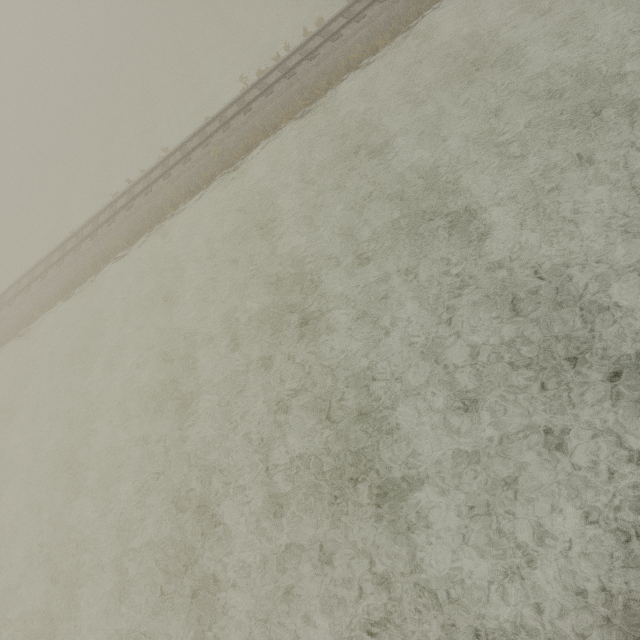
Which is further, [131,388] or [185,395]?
[131,388]
